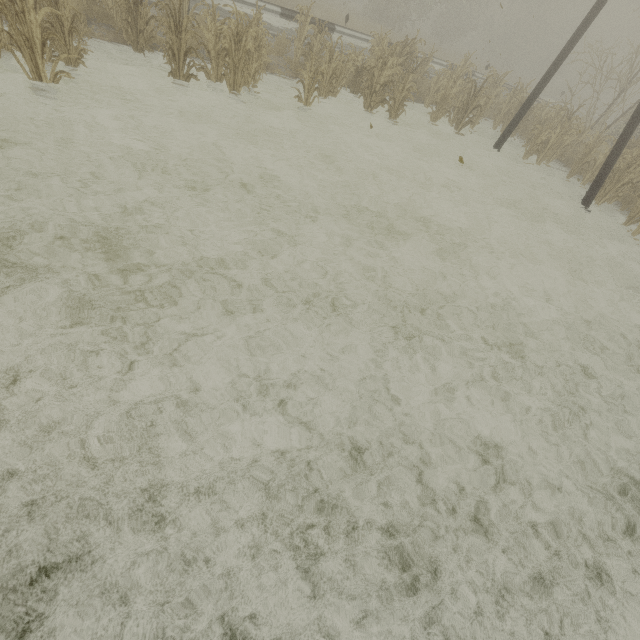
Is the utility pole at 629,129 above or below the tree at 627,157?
above

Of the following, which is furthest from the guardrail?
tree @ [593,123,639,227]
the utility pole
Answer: tree @ [593,123,639,227]

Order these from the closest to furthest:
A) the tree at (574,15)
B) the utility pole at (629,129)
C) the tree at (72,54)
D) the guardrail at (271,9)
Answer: the tree at (72,54)
the utility pole at (629,129)
the tree at (574,15)
the guardrail at (271,9)

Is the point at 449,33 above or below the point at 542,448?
above

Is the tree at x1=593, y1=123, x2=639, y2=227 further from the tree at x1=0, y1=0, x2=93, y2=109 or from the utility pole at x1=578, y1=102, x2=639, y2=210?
the tree at x1=0, y1=0, x2=93, y2=109

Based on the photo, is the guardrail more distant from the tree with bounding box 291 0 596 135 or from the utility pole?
the utility pole

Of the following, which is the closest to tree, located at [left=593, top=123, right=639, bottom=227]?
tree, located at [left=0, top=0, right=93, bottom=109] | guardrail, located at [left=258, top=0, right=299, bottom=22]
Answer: guardrail, located at [left=258, top=0, right=299, bottom=22]

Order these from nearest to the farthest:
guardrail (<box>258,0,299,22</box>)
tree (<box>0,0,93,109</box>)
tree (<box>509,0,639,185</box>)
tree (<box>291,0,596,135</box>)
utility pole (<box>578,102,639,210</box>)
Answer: tree (<box>0,0,93,109</box>)
utility pole (<box>578,102,639,210</box>)
tree (<box>291,0,596,135</box>)
guardrail (<box>258,0,299,22</box>)
tree (<box>509,0,639,185</box>)
